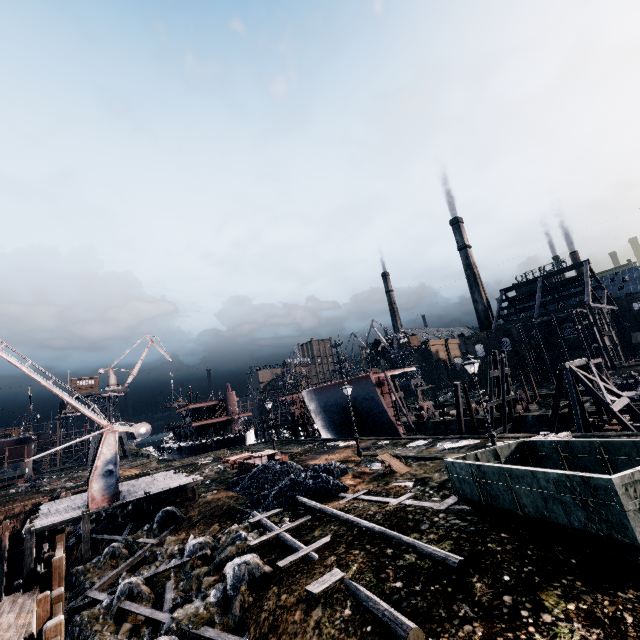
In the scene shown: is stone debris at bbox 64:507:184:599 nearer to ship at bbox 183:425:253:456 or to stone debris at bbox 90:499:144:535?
stone debris at bbox 90:499:144:535

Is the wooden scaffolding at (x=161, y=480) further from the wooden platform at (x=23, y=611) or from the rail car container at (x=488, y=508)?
the rail car container at (x=488, y=508)

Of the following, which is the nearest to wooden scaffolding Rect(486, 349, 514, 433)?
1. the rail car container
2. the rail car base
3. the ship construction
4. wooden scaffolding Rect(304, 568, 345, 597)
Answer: the ship construction

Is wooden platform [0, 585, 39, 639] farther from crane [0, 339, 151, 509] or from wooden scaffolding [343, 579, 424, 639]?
wooden scaffolding [343, 579, 424, 639]

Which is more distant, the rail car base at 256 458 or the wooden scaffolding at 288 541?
the rail car base at 256 458

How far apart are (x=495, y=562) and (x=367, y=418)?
31.0m

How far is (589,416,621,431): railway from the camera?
21.6 meters

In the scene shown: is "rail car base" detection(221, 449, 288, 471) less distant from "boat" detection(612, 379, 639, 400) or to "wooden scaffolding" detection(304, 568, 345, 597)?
"wooden scaffolding" detection(304, 568, 345, 597)
